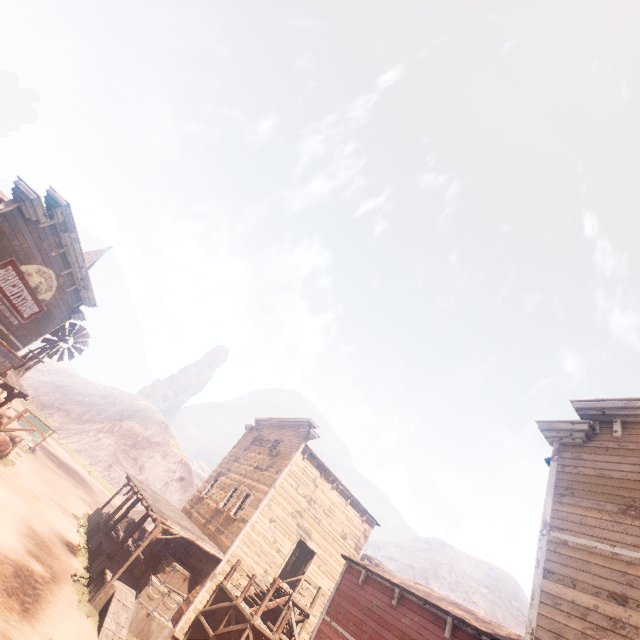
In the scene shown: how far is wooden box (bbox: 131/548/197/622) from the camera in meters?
14.3

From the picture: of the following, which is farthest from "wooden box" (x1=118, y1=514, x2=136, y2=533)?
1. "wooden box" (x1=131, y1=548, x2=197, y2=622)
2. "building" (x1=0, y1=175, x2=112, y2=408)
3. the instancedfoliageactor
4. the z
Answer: "wooden box" (x1=131, y1=548, x2=197, y2=622)

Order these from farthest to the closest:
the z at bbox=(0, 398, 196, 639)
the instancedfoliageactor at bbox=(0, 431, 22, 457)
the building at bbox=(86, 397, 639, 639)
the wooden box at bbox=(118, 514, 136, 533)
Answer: the wooden box at bbox=(118, 514, 136, 533)
the instancedfoliageactor at bbox=(0, 431, 22, 457)
the z at bbox=(0, 398, 196, 639)
the building at bbox=(86, 397, 639, 639)

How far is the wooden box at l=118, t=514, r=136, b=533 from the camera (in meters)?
24.03

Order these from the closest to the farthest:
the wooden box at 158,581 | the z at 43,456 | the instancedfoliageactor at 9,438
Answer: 1. the z at 43,456
2. the wooden box at 158,581
3. the instancedfoliageactor at 9,438

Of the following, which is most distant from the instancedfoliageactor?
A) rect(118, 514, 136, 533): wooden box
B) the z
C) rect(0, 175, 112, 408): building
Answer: rect(118, 514, 136, 533): wooden box

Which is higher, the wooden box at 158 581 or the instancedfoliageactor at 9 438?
the wooden box at 158 581

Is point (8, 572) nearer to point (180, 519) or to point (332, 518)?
point (180, 519)
